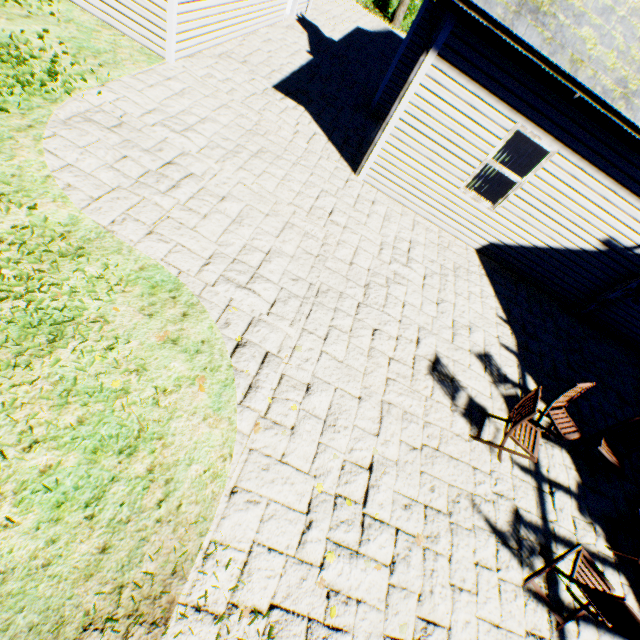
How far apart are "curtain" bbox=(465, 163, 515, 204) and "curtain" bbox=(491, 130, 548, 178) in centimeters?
8cm

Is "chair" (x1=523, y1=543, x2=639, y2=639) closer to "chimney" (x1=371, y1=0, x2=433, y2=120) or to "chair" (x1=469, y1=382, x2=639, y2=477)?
"chair" (x1=469, y1=382, x2=639, y2=477)

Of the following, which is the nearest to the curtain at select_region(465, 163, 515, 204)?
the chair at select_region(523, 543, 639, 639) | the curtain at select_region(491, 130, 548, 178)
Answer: the curtain at select_region(491, 130, 548, 178)

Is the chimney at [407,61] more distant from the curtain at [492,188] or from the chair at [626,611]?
the chair at [626,611]

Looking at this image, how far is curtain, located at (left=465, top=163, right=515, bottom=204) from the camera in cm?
717

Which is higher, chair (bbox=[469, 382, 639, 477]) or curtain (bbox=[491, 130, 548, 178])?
curtain (bbox=[491, 130, 548, 178])

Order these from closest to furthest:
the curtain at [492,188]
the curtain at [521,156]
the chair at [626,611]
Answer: the chair at [626,611] < the curtain at [521,156] < the curtain at [492,188]

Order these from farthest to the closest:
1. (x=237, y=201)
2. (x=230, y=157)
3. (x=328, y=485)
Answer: (x=230, y=157) < (x=237, y=201) < (x=328, y=485)
